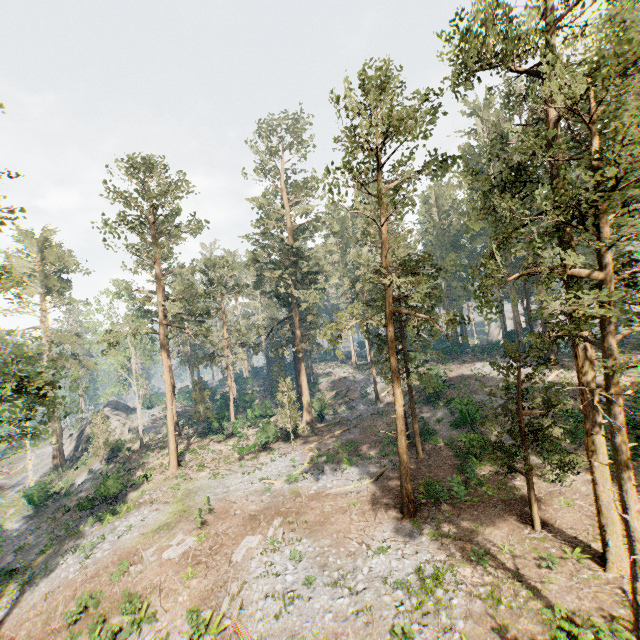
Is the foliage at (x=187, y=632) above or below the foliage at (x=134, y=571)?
below

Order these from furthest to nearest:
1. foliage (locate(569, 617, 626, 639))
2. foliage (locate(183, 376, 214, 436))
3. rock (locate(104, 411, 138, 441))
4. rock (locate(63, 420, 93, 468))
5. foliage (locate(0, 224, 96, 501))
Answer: rock (locate(104, 411, 138, 441)) → rock (locate(63, 420, 93, 468)) → foliage (locate(183, 376, 214, 436)) → foliage (locate(0, 224, 96, 501)) → foliage (locate(569, 617, 626, 639))

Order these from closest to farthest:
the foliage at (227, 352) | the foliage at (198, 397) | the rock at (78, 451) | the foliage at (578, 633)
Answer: the foliage at (578, 633) < the foliage at (227, 352) < the foliage at (198, 397) < the rock at (78, 451)

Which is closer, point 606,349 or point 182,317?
point 606,349

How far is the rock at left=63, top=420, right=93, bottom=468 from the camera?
45.6 meters

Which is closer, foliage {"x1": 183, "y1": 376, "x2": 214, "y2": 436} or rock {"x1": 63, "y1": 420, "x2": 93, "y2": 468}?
foliage {"x1": 183, "y1": 376, "x2": 214, "y2": 436}

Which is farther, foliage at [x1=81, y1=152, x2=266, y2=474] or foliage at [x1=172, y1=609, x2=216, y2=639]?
foliage at [x1=81, y1=152, x2=266, y2=474]

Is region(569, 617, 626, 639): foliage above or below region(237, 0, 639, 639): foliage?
below
